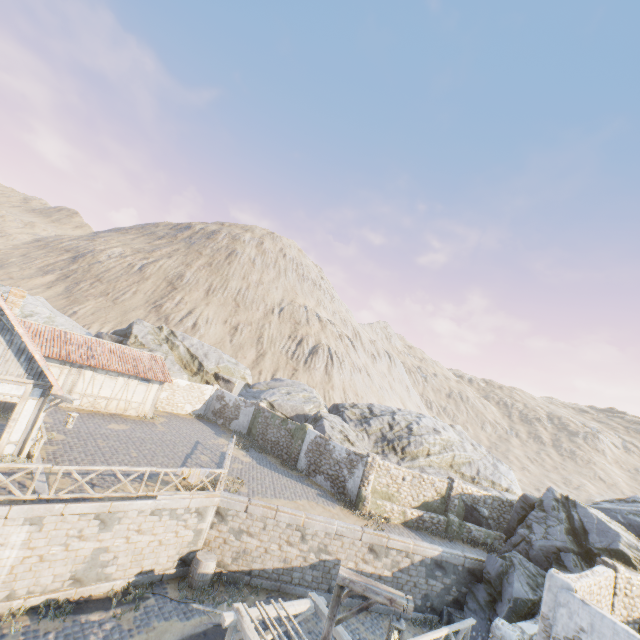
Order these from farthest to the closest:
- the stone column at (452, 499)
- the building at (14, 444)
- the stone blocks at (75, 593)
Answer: the stone column at (452, 499) → the building at (14, 444) → the stone blocks at (75, 593)

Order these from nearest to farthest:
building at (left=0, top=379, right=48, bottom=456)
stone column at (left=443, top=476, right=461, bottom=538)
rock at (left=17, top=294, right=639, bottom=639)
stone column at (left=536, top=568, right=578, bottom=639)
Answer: stone column at (left=536, top=568, right=578, bottom=639), building at (left=0, top=379, right=48, bottom=456), rock at (left=17, top=294, right=639, bottom=639), stone column at (left=443, top=476, right=461, bottom=538)

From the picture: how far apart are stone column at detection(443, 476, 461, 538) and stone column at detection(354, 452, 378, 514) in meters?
5.0 m

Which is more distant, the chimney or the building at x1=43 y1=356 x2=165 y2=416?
the building at x1=43 y1=356 x2=165 y2=416

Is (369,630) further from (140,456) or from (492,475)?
(492,475)

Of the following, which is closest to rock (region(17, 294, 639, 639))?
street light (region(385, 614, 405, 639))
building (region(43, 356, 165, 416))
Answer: building (region(43, 356, 165, 416))

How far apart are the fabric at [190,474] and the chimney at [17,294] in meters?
9.4 m

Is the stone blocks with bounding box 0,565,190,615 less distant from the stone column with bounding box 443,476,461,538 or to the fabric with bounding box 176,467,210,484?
the fabric with bounding box 176,467,210,484
